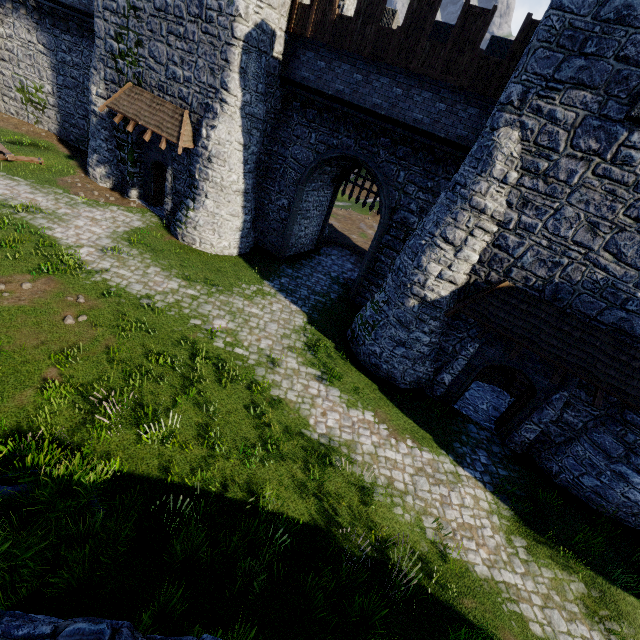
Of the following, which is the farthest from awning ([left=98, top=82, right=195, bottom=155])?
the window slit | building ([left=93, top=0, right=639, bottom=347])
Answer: the window slit

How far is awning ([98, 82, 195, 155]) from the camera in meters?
14.8

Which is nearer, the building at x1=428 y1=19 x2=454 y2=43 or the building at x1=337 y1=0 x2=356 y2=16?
the building at x1=428 y1=19 x2=454 y2=43

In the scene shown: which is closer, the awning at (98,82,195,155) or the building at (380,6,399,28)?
the awning at (98,82,195,155)

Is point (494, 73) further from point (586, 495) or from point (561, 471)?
point (586, 495)

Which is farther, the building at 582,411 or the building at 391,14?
the building at 391,14

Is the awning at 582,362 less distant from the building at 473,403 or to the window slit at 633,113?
the building at 473,403

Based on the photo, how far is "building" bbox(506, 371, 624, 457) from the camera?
10.3m
